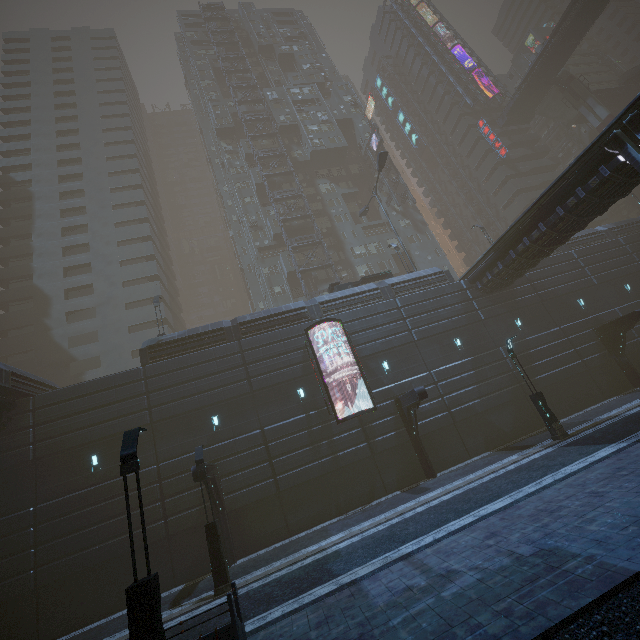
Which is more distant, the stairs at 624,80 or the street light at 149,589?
the stairs at 624,80

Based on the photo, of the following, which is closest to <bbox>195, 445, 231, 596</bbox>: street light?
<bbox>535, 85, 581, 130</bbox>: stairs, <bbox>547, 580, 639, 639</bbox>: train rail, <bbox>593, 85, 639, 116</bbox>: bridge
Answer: <bbox>547, 580, 639, 639</bbox>: train rail

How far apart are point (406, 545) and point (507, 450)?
11.8 meters

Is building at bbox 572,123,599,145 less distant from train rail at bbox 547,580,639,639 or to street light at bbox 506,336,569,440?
train rail at bbox 547,580,639,639

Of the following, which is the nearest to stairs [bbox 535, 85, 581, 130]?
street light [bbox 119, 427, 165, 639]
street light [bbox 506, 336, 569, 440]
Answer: street light [bbox 506, 336, 569, 440]

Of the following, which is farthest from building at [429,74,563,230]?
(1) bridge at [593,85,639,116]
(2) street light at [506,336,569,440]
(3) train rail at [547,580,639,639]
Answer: (2) street light at [506,336,569,440]

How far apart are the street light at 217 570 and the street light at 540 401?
16.77m

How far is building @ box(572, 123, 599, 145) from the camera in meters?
57.0
